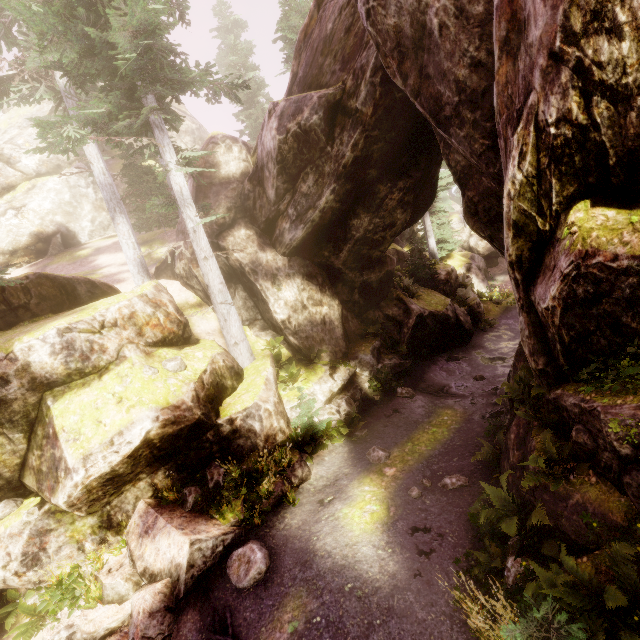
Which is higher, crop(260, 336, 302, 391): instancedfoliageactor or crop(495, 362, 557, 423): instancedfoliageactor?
crop(495, 362, 557, 423): instancedfoliageactor

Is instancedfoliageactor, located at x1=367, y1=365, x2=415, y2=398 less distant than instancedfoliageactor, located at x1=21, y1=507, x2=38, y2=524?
No

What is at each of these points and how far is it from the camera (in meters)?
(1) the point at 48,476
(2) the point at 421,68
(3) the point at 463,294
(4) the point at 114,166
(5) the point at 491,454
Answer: (1) rock, 7.92
(2) rock, 7.26
(3) instancedfoliageactor, 20.77
(4) rock, 30.28
(5) instancedfoliageactor, 8.89

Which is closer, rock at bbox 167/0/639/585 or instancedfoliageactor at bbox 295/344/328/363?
rock at bbox 167/0/639/585

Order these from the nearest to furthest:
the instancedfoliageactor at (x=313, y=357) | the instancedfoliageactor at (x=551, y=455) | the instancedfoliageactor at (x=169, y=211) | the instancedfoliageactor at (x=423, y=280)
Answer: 1. the instancedfoliageactor at (x=551, y=455)
2. the instancedfoliageactor at (x=169, y=211)
3. the instancedfoliageactor at (x=313, y=357)
4. the instancedfoliageactor at (x=423, y=280)

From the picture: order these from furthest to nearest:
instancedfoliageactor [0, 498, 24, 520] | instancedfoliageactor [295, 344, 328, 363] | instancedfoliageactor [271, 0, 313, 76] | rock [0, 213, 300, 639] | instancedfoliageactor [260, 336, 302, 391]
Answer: instancedfoliageactor [271, 0, 313, 76] < instancedfoliageactor [295, 344, 328, 363] < instancedfoliageactor [260, 336, 302, 391] < instancedfoliageactor [0, 498, 24, 520] < rock [0, 213, 300, 639]

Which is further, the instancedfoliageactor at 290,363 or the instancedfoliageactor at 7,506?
the instancedfoliageactor at 290,363
